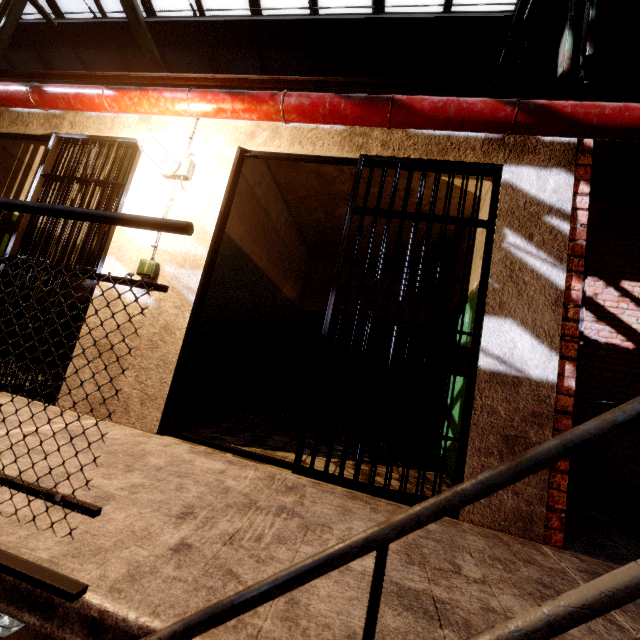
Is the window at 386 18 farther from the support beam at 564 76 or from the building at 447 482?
the building at 447 482

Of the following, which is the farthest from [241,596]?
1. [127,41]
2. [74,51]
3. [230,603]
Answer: [74,51]

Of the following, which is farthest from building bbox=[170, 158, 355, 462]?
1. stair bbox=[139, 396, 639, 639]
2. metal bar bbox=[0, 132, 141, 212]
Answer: stair bbox=[139, 396, 639, 639]

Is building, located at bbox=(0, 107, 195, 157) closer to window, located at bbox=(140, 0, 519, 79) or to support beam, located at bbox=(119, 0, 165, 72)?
support beam, located at bbox=(119, 0, 165, 72)

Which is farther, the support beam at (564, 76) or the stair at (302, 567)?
the support beam at (564, 76)

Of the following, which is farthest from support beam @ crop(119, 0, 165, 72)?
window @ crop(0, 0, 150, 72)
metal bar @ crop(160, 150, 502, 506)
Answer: metal bar @ crop(160, 150, 502, 506)

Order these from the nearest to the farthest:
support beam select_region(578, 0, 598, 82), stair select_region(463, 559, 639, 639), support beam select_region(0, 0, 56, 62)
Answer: stair select_region(463, 559, 639, 639), support beam select_region(578, 0, 598, 82), support beam select_region(0, 0, 56, 62)

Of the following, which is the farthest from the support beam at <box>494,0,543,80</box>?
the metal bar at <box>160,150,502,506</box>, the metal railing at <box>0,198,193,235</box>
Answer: the metal railing at <box>0,198,193,235</box>
